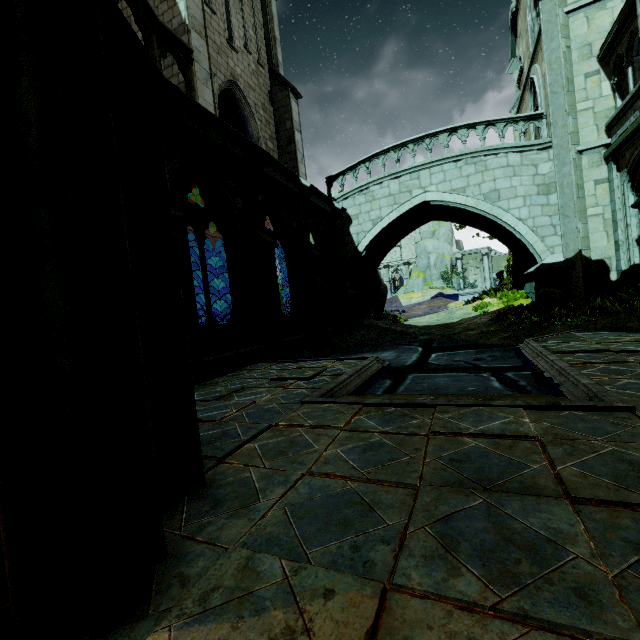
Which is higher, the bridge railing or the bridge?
the bridge railing

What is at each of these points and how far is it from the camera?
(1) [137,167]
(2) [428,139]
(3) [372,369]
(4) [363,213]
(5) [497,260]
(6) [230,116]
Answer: (1) stone column, 2.12m
(2) bridge railing, 13.66m
(3) trim, 6.35m
(4) bridge, 14.81m
(5) bridge arch, 45.78m
(6) stone column, 17.02m

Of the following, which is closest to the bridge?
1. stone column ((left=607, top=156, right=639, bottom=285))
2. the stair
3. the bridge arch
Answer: stone column ((left=607, top=156, right=639, bottom=285))

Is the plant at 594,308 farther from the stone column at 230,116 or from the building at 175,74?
the stone column at 230,116

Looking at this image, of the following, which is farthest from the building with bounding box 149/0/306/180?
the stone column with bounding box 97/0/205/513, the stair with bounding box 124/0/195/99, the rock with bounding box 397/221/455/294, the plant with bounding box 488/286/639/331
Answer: the rock with bounding box 397/221/455/294

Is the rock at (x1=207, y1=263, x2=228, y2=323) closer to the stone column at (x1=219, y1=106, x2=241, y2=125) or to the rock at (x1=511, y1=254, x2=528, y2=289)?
the stone column at (x1=219, y1=106, x2=241, y2=125)

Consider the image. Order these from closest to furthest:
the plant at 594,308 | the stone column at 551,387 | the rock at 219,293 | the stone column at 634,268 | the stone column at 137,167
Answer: the stone column at 137,167, the stone column at 551,387, the plant at 594,308, the stone column at 634,268, the rock at 219,293

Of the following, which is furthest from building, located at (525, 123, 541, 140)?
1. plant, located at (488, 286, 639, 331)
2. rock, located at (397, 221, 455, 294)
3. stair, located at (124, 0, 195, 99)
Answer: rock, located at (397, 221, 455, 294)
